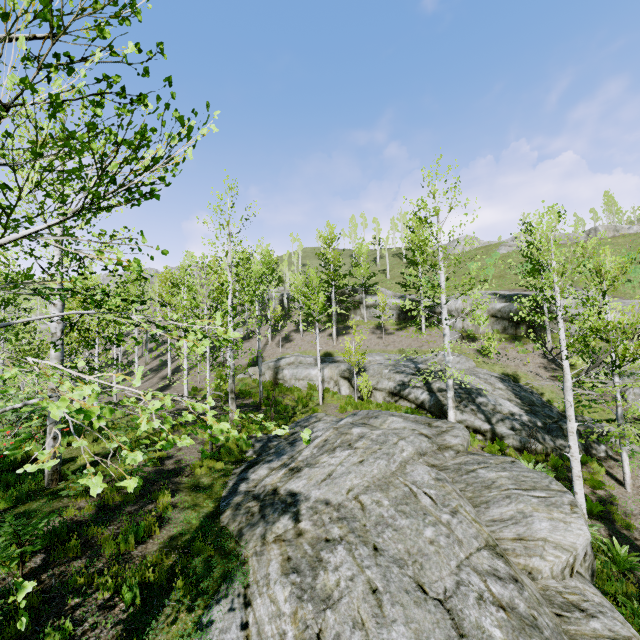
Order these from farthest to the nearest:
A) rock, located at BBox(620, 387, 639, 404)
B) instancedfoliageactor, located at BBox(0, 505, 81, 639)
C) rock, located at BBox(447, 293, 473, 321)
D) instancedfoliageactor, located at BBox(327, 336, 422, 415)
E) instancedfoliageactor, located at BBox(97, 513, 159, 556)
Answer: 1. rock, located at BBox(447, 293, 473, 321)
2. instancedfoliageactor, located at BBox(327, 336, 422, 415)
3. rock, located at BBox(620, 387, 639, 404)
4. instancedfoliageactor, located at BBox(97, 513, 159, 556)
5. instancedfoliageactor, located at BBox(0, 505, 81, 639)

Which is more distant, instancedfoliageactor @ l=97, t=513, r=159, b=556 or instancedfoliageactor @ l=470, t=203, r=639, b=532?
instancedfoliageactor @ l=470, t=203, r=639, b=532

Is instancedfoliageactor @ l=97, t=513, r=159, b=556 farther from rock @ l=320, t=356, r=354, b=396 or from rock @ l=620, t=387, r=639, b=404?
rock @ l=620, t=387, r=639, b=404

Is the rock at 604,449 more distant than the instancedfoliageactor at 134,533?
Yes

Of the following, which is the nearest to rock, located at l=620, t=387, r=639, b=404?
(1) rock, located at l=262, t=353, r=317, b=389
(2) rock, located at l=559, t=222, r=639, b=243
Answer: (1) rock, located at l=262, t=353, r=317, b=389

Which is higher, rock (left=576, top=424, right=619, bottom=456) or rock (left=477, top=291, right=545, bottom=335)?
rock (left=477, top=291, right=545, bottom=335)

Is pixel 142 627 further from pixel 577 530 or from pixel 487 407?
pixel 487 407

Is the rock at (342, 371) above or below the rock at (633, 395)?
above
